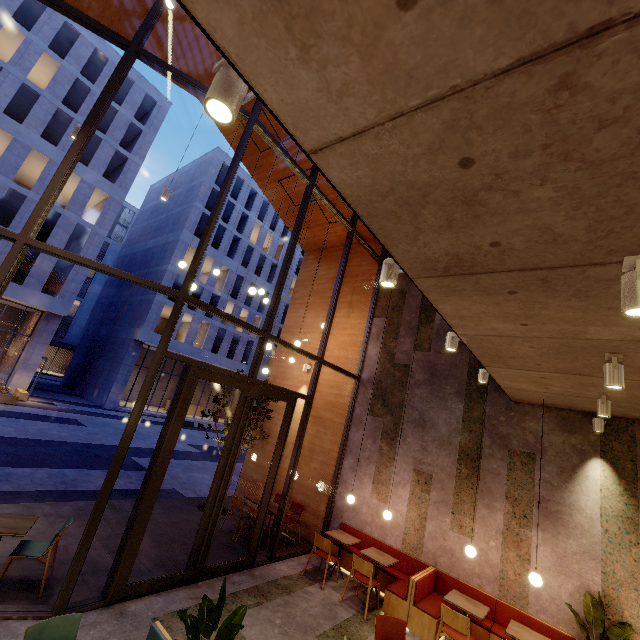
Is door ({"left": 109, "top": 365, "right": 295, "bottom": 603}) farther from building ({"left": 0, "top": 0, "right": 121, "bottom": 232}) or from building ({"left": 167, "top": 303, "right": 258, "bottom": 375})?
building ({"left": 167, "top": 303, "right": 258, "bottom": 375})

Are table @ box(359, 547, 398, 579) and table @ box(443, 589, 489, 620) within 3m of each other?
yes

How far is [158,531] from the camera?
7.1 meters

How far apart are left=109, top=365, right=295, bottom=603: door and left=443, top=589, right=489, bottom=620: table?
3.7 meters

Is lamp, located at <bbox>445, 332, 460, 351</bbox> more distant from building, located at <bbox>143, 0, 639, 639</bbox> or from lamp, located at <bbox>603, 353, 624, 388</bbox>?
lamp, located at <bbox>603, 353, 624, 388</bbox>

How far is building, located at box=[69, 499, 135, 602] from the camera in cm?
481

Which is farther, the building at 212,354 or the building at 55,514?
the building at 212,354

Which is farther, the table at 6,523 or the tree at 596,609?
the tree at 596,609
